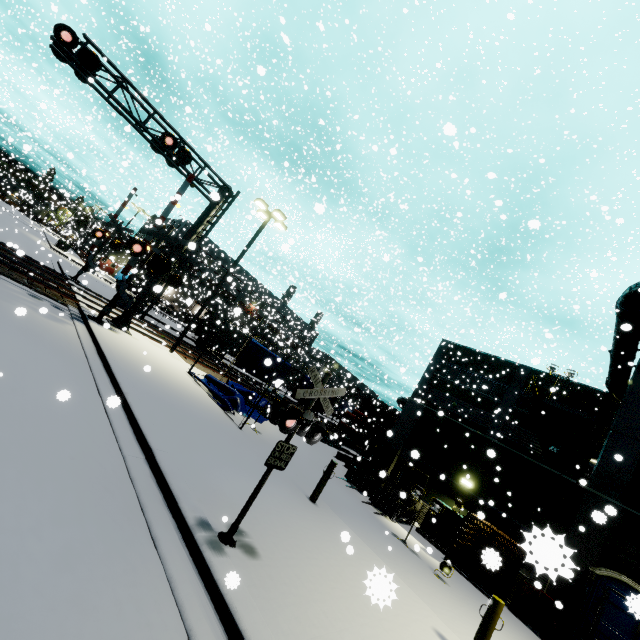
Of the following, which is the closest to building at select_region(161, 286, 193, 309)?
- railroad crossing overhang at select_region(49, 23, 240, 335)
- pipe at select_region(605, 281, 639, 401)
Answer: pipe at select_region(605, 281, 639, 401)

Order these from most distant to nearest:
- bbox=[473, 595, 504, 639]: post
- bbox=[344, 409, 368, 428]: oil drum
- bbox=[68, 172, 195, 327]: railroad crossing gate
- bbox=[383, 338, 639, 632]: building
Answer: bbox=[344, 409, 368, 428]: oil drum
bbox=[68, 172, 195, 327]: railroad crossing gate
bbox=[383, 338, 639, 632]: building
bbox=[473, 595, 504, 639]: post

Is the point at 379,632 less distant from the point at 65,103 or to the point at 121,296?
the point at 121,296

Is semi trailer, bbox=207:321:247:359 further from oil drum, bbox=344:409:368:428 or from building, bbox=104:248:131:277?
oil drum, bbox=344:409:368:428

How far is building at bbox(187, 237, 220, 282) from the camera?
37.80m

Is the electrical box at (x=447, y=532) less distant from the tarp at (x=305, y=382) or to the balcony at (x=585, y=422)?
the balcony at (x=585, y=422)

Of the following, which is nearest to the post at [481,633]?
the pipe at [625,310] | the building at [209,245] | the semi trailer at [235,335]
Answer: the building at [209,245]

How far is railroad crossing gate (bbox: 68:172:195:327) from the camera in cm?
1332
